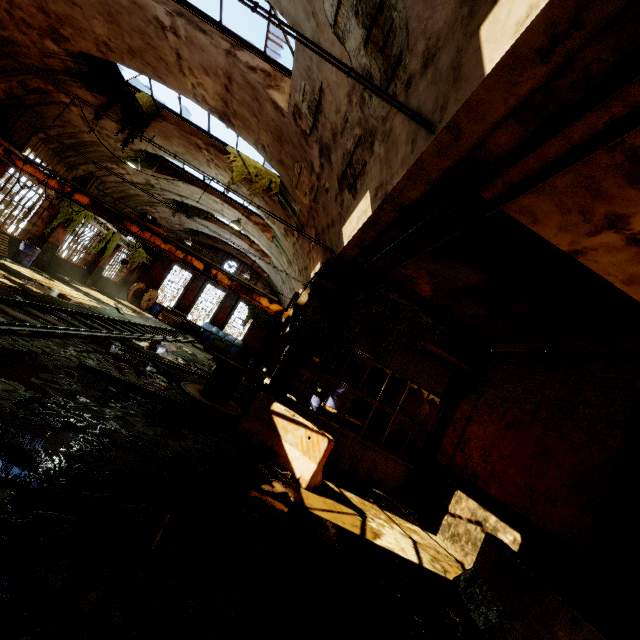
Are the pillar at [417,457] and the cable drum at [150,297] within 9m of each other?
no

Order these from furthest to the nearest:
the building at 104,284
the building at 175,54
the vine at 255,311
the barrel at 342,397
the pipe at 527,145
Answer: the vine at 255,311 → the building at 104,284 → the barrel at 342,397 → the building at 175,54 → the pipe at 527,145

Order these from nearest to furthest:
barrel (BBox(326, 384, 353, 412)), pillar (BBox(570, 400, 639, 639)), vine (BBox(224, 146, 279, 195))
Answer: pillar (BBox(570, 400, 639, 639)) < barrel (BBox(326, 384, 353, 412)) < vine (BBox(224, 146, 279, 195))

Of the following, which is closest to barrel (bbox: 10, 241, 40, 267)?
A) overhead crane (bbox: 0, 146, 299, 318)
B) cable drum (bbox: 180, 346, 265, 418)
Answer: overhead crane (bbox: 0, 146, 299, 318)

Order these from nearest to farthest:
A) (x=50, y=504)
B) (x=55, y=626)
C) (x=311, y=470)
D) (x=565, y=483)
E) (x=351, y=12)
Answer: (x=55, y=626)
(x=50, y=504)
(x=351, y=12)
(x=565, y=483)
(x=311, y=470)

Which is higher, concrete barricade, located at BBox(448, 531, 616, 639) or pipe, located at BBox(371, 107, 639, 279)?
pipe, located at BBox(371, 107, 639, 279)

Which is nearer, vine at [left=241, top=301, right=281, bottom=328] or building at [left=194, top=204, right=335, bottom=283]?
building at [left=194, top=204, right=335, bottom=283]

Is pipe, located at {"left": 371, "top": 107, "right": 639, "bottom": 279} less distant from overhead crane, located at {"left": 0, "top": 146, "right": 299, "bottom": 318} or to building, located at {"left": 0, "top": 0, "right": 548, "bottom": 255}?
building, located at {"left": 0, "top": 0, "right": 548, "bottom": 255}
